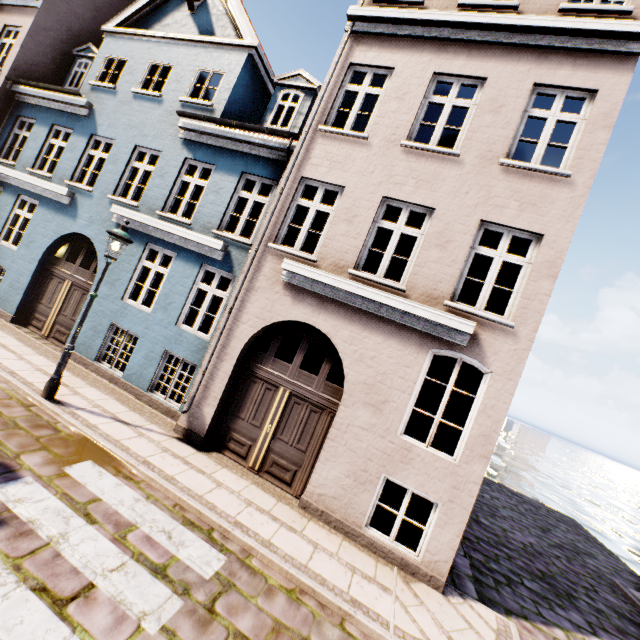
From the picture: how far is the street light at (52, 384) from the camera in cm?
636

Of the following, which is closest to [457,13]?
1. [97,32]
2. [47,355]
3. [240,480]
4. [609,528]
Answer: [240,480]

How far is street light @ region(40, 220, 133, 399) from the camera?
6.4m
